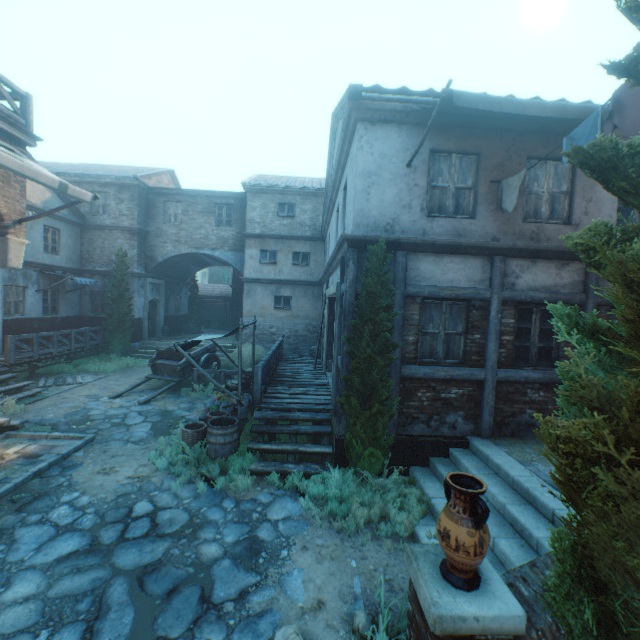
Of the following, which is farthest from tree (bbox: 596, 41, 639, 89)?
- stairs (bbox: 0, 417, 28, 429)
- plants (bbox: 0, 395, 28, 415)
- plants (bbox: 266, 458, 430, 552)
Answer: stairs (bbox: 0, 417, 28, 429)

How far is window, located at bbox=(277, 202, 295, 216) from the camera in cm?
1805

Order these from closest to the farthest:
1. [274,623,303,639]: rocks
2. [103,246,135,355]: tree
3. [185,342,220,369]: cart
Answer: [274,623,303,639]: rocks → [185,342,220,369]: cart → [103,246,135,355]: tree

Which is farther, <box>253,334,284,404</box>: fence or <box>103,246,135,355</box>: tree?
<box>103,246,135,355</box>: tree

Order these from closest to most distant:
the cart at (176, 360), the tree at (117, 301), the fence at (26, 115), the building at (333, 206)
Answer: the building at (333, 206) → the fence at (26, 115) → the cart at (176, 360) → the tree at (117, 301)

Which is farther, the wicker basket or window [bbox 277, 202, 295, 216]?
window [bbox 277, 202, 295, 216]

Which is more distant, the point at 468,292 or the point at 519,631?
the point at 468,292

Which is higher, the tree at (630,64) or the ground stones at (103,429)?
the tree at (630,64)
